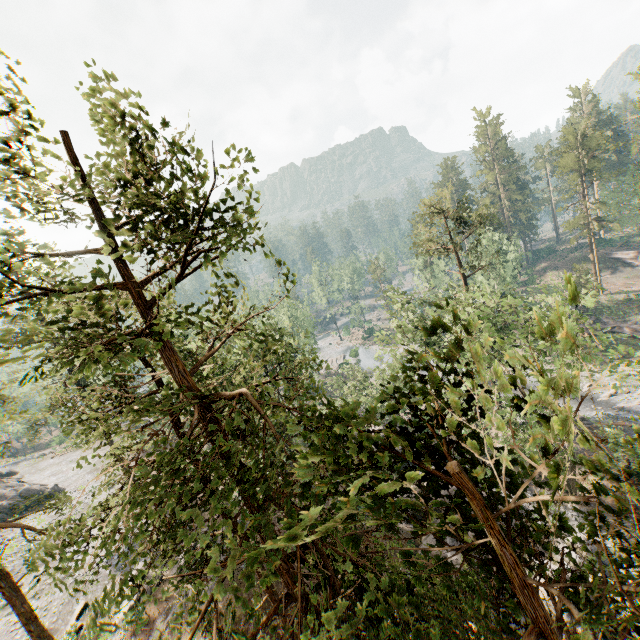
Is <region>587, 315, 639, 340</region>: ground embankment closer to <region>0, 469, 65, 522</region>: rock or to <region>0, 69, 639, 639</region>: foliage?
<region>0, 69, 639, 639</region>: foliage

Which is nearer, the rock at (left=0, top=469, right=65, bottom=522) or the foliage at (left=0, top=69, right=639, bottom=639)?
the foliage at (left=0, top=69, right=639, bottom=639)

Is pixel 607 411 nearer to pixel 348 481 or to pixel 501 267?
pixel 501 267

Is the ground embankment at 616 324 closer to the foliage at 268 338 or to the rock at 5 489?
the foliage at 268 338

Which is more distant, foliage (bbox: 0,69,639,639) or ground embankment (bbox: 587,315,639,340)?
ground embankment (bbox: 587,315,639,340)

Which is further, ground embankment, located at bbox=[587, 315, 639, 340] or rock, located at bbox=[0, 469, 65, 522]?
ground embankment, located at bbox=[587, 315, 639, 340]

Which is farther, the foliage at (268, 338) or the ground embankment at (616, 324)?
the ground embankment at (616, 324)
